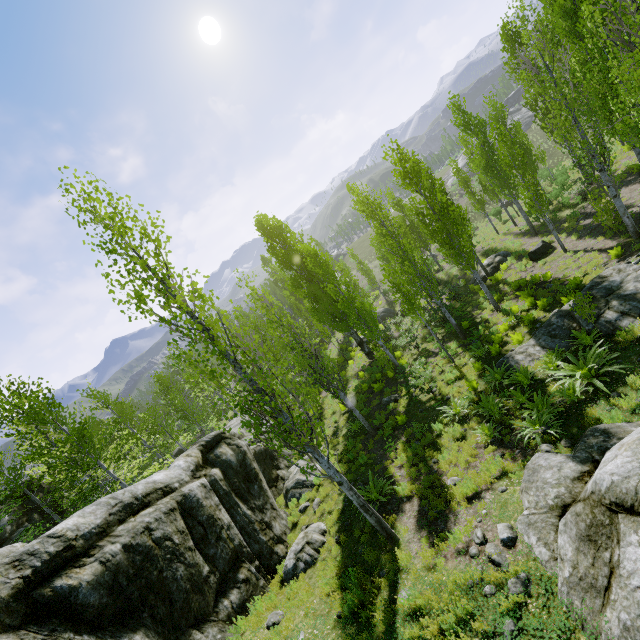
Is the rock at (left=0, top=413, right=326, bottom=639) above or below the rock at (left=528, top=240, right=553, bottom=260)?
above

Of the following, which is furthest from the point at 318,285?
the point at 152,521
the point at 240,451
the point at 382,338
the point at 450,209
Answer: the point at 152,521

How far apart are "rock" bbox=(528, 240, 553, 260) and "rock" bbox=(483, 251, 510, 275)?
2.75m

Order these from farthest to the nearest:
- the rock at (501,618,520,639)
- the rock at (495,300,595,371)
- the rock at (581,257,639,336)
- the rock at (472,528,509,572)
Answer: the rock at (495,300,595,371), the rock at (581,257,639,336), the rock at (472,528,509,572), the rock at (501,618,520,639)

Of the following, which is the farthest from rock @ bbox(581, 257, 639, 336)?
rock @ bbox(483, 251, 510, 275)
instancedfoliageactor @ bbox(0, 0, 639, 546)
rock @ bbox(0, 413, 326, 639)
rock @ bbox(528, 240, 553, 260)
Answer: rock @ bbox(483, 251, 510, 275)

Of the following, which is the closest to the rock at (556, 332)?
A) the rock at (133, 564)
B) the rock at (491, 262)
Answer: the rock at (133, 564)

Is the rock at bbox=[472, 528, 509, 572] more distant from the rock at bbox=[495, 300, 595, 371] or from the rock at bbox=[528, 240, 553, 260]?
the rock at bbox=[528, 240, 553, 260]

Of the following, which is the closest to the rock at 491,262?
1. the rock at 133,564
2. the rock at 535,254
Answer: the rock at 535,254
